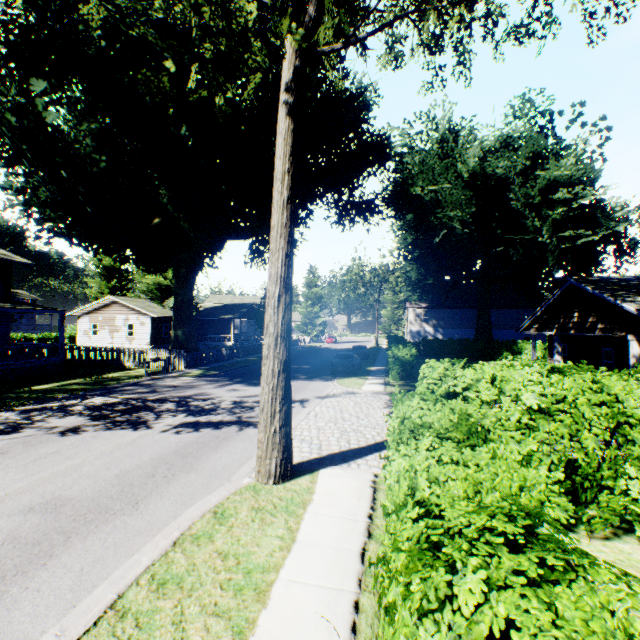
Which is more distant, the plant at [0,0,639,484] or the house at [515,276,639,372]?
the house at [515,276,639,372]

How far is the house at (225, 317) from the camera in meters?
45.3 m

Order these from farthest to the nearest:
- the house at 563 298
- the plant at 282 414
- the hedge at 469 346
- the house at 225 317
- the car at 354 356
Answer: the house at 225 317 < the car at 354 356 < the house at 563 298 < the plant at 282 414 < the hedge at 469 346

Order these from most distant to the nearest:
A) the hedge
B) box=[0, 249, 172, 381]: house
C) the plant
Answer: box=[0, 249, 172, 381]: house < the plant < the hedge

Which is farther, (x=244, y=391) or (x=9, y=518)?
(x=244, y=391)

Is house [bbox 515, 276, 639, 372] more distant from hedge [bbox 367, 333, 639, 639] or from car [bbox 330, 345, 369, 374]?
car [bbox 330, 345, 369, 374]

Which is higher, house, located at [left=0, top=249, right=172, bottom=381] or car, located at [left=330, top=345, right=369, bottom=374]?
house, located at [left=0, top=249, right=172, bottom=381]

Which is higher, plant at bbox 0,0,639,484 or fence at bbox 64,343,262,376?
plant at bbox 0,0,639,484
